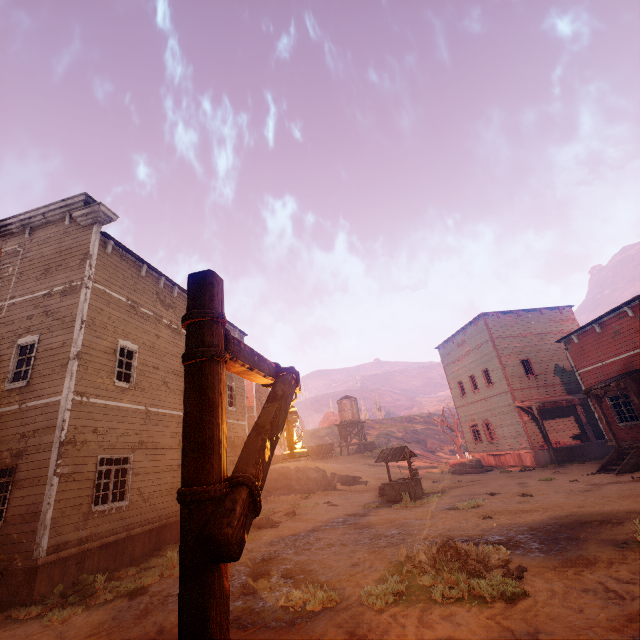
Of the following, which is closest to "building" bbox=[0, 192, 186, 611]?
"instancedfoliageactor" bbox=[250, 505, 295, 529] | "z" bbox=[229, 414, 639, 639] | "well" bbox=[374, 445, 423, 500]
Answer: "z" bbox=[229, 414, 639, 639]

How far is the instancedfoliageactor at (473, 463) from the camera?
22.88m

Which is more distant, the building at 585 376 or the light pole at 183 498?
the building at 585 376

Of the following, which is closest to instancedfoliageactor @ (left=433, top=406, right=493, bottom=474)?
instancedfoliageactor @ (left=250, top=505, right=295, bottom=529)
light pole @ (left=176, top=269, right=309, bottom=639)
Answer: instancedfoliageactor @ (left=250, top=505, right=295, bottom=529)

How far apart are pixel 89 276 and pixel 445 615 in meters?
13.2

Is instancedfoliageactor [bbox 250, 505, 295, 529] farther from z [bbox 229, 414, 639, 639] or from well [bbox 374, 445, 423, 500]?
well [bbox 374, 445, 423, 500]

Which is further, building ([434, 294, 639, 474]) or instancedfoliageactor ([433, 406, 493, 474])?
instancedfoliageactor ([433, 406, 493, 474])

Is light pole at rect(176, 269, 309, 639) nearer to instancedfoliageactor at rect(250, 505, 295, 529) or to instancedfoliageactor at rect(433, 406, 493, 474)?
instancedfoliageactor at rect(250, 505, 295, 529)
